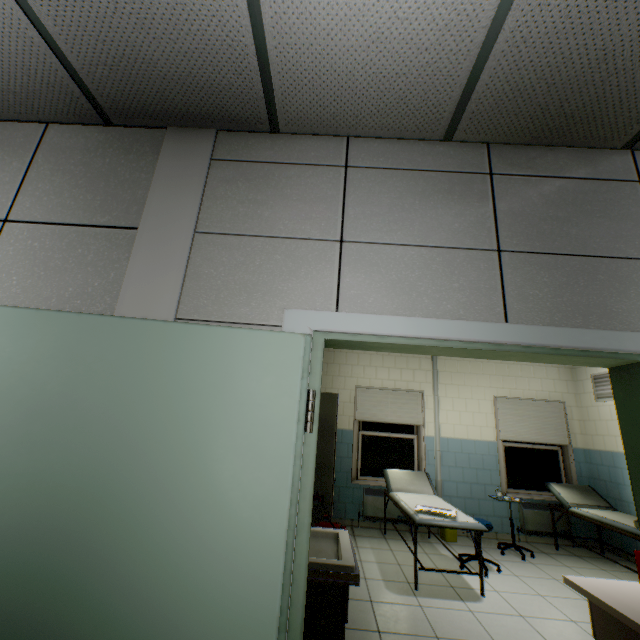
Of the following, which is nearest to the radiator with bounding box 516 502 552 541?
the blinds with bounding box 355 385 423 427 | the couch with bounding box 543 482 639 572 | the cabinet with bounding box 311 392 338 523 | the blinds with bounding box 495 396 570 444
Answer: the couch with bounding box 543 482 639 572

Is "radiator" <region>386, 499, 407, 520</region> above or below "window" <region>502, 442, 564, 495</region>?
below

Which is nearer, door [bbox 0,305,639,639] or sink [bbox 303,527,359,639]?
door [bbox 0,305,639,639]

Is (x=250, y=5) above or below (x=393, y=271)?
above

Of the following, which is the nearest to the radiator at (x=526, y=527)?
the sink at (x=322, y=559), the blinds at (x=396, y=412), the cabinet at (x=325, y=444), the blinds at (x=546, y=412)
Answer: the blinds at (x=546, y=412)

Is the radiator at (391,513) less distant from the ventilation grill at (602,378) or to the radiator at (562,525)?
the radiator at (562,525)

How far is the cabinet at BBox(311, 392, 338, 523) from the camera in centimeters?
433cm

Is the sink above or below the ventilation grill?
below
